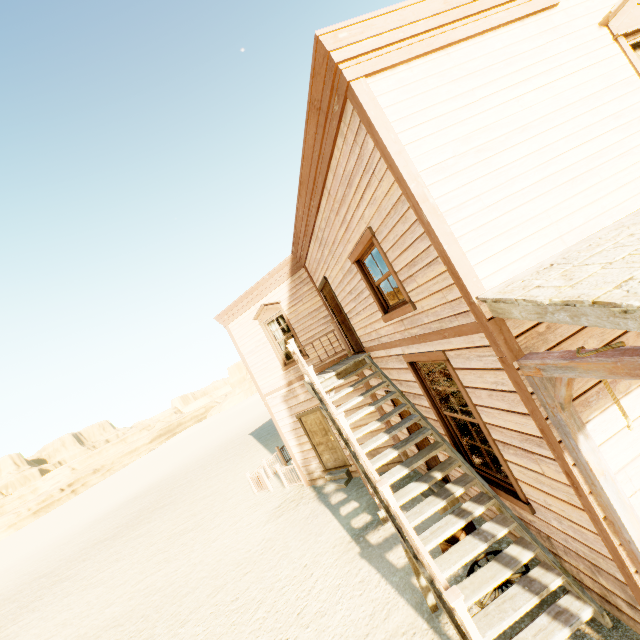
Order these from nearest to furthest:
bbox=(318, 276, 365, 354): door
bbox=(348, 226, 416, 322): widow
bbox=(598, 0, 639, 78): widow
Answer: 1. bbox=(598, 0, 639, 78): widow
2. bbox=(348, 226, 416, 322): widow
3. bbox=(318, 276, 365, 354): door

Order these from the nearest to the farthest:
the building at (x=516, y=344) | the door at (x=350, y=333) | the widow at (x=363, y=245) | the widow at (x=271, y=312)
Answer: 1. the building at (x=516, y=344)
2. the widow at (x=363, y=245)
3. the door at (x=350, y=333)
4. the widow at (x=271, y=312)

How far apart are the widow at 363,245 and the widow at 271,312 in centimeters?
489cm

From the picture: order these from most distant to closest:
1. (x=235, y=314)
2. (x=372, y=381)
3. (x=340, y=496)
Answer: (x=235, y=314) → (x=340, y=496) → (x=372, y=381)

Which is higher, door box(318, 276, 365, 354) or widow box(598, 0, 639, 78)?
widow box(598, 0, 639, 78)

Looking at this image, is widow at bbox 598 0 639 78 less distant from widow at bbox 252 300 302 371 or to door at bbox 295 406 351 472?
widow at bbox 252 300 302 371

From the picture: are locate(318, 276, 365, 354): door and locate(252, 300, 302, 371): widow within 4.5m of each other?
yes

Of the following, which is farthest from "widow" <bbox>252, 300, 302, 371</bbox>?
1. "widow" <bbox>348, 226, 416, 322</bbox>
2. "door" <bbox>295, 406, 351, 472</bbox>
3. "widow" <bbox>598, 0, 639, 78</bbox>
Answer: "widow" <bbox>598, 0, 639, 78</bbox>
